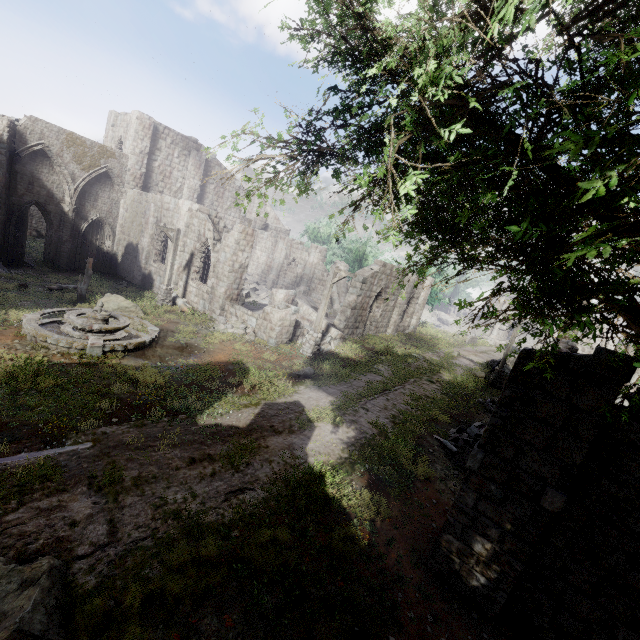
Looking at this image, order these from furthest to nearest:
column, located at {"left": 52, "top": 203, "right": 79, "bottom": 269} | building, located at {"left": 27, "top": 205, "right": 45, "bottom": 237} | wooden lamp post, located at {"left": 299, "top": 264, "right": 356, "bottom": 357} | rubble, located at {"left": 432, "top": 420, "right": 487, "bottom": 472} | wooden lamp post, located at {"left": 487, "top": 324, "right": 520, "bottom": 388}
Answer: building, located at {"left": 27, "top": 205, "right": 45, "bottom": 237}, column, located at {"left": 52, "top": 203, "right": 79, "bottom": 269}, wooden lamp post, located at {"left": 487, "top": 324, "right": 520, "bottom": 388}, wooden lamp post, located at {"left": 299, "top": 264, "right": 356, "bottom": 357}, rubble, located at {"left": 432, "top": 420, "right": 487, "bottom": 472}

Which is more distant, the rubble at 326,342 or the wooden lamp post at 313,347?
the rubble at 326,342

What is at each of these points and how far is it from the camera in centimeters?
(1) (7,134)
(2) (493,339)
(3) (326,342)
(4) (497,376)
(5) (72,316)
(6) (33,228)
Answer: (1) building, 1969cm
(2) stone arch, 4019cm
(3) rubble, 1914cm
(4) wooden lamp post, 2088cm
(5) fountain, 1166cm
(6) building, 3997cm

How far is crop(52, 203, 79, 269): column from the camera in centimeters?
2381cm

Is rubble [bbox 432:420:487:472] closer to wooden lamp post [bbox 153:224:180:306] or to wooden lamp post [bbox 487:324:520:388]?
wooden lamp post [bbox 487:324:520:388]

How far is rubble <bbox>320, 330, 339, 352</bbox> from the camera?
18.4 meters

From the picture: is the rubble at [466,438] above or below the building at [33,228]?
above

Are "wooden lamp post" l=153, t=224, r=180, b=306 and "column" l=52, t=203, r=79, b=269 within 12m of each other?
yes
